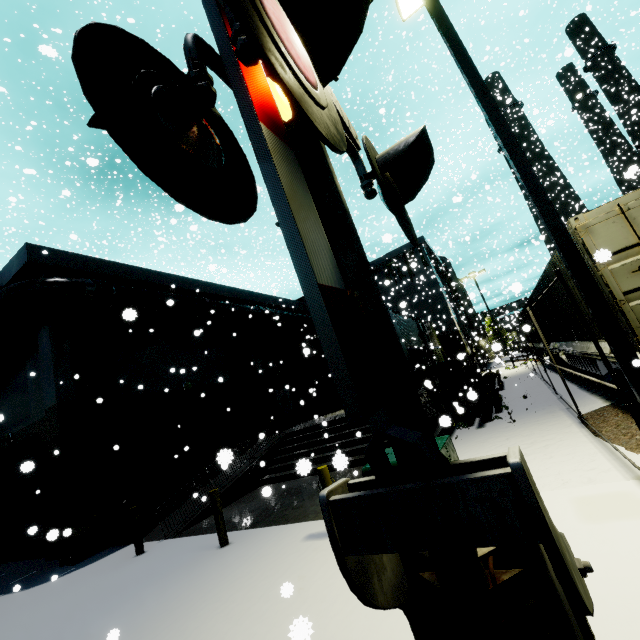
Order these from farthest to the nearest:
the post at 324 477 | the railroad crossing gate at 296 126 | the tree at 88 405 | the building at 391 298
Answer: the building at 391 298 < the tree at 88 405 < the post at 324 477 < the railroad crossing gate at 296 126

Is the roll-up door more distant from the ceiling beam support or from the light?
the ceiling beam support

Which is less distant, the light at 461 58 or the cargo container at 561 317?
the light at 461 58

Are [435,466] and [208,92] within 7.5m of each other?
yes

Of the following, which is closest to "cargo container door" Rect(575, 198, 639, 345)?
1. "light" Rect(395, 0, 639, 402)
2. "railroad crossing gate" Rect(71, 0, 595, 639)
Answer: "railroad crossing gate" Rect(71, 0, 595, 639)

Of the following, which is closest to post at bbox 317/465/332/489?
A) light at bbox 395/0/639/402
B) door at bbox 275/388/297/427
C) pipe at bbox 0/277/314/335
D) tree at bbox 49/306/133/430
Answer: tree at bbox 49/306/133/430

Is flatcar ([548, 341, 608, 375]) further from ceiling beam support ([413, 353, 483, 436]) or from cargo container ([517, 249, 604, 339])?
ceiling beam support ([413, 353, 483, 436])

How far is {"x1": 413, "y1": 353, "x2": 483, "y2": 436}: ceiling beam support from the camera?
10.7m
